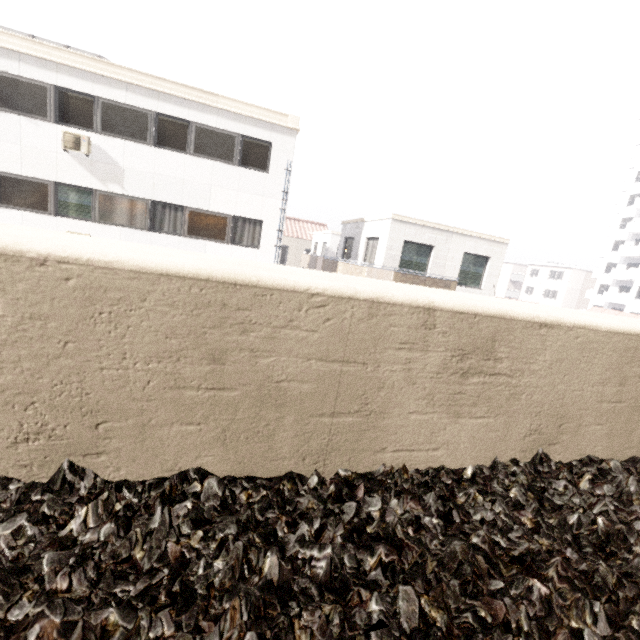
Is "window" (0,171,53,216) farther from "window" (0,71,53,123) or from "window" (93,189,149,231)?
"window" (0,71,53,123)

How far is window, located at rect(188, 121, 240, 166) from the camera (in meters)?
11.85

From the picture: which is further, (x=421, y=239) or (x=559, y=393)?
(x=421, y=239)

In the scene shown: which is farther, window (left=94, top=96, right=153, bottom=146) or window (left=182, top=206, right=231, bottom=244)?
window (left=182, top=206, right=231, bottom=244)

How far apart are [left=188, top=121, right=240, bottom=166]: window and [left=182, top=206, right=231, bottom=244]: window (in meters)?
1.70

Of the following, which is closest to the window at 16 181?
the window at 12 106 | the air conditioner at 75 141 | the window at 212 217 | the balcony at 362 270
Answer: the air conditioner at 75 141

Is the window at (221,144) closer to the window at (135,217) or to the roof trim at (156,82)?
the roof trim at (156,82)

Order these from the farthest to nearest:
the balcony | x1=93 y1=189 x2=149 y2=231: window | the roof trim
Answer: the balcony < x1=93 y1=189 x2=149 y2=231: window < the roof trim
